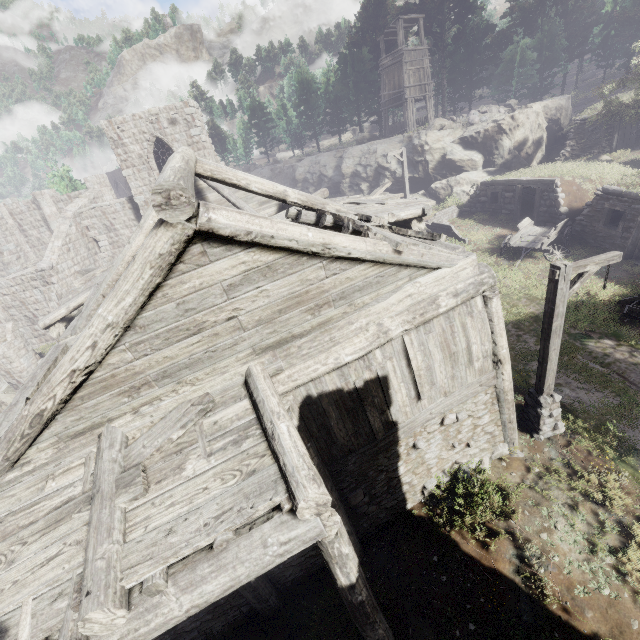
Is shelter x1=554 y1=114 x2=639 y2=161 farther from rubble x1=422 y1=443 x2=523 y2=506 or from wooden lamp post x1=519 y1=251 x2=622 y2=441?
rubble x1=422 y1=443 x2=523 y2=506

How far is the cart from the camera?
15.70m

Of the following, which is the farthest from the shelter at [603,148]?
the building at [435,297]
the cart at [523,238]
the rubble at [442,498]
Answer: the rubble at [442,498]

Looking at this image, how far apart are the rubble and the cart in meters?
11.2

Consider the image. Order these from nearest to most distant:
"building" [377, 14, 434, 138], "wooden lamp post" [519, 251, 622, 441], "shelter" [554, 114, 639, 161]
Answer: "wooden lamp post" [519, 251, 622, 441] → "shelter" [554, 114, 639, 161] → "building" [377, 14, 434, 138]

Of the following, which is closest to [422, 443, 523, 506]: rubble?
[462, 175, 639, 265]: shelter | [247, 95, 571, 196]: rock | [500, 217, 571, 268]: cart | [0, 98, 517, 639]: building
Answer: [462, 175, 639, 265]: shelter

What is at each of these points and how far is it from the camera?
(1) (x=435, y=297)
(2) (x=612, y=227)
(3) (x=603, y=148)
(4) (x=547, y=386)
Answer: (1) building, 5.9m
(2) shelter, 15.2m
(3) shelter, 23.9m
(4) wooden lamp post, 8.1m

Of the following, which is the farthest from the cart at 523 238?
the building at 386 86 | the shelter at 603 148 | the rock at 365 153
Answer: the building at 386 86
